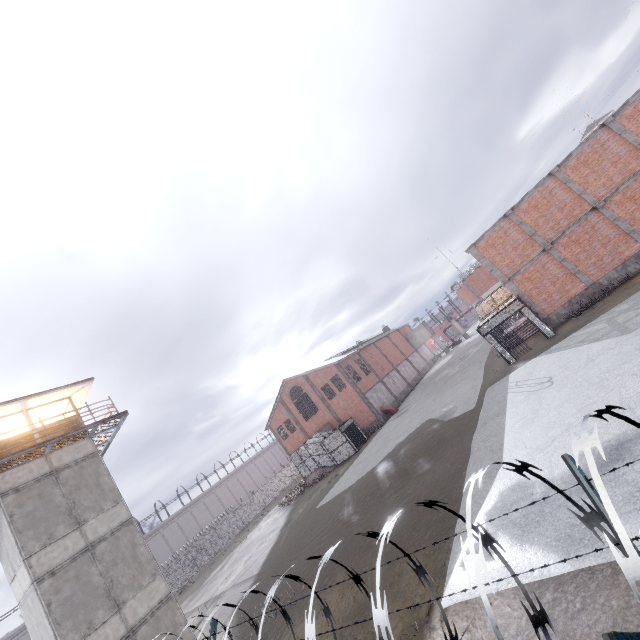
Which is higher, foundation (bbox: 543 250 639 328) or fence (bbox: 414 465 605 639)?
fence (bbox: 414 465 605 639)

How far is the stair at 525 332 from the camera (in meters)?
22.28

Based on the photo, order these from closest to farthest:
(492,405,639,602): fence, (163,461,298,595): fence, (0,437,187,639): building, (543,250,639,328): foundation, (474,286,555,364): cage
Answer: (492,405,639,602): fence, (0,437,187,639): building, (543,250,639,328): foundation, (474,286,555,364): cage, (163,461,298,595): fence

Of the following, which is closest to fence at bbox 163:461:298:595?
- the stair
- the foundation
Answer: the foundation

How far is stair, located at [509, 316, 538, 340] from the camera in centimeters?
2228cm

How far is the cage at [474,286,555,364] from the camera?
18.8m

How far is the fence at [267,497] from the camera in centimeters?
3859cm

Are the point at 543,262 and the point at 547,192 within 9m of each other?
yes
